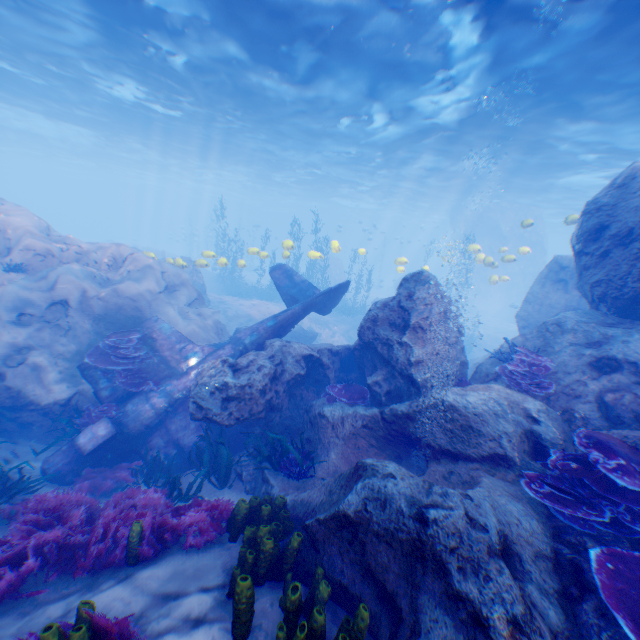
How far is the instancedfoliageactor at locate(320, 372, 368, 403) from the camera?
7.91m

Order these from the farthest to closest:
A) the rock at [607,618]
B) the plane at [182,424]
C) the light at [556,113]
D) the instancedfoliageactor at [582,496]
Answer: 1. the light at [556,113]
2. the plane at [182,424]
3. the instancedfoliageactor at [582,496]
4. the rock at [607,618]

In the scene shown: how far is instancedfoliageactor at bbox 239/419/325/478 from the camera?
6.68m

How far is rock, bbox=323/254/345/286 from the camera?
39.66m

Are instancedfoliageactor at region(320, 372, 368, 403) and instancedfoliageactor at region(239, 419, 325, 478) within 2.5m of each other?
yes

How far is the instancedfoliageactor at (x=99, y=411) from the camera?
7.9m

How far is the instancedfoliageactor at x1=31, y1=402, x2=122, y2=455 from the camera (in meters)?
7.94

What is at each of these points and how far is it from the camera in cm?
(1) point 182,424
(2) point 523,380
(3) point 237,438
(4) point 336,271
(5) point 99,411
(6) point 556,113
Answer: (1) plane, 873
(2) instancedfoliageactor, 665
(3) plane, 886
(4) rock, 4006
(5) instancedfoliageactor, 813
(6) light, 1457
